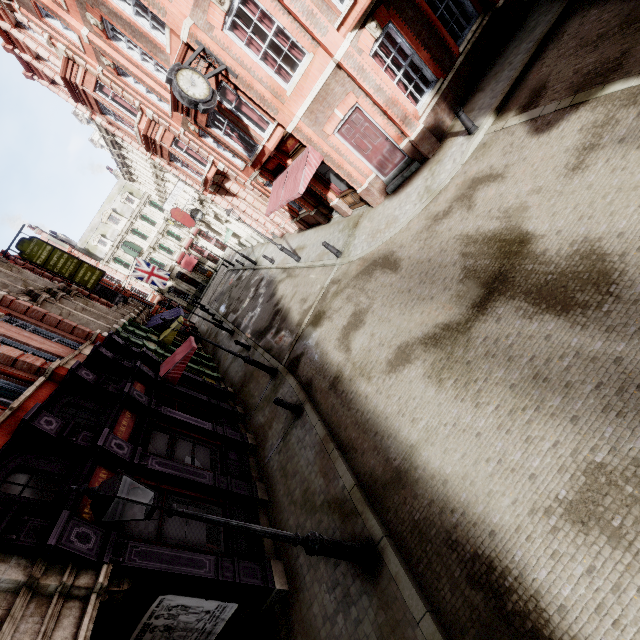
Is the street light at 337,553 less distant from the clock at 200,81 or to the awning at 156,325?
the clock at 200,81

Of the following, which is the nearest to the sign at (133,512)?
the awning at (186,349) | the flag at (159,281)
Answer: the awning at (186,349)

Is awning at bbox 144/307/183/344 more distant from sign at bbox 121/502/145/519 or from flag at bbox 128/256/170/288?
sign at bbox 121/502/145/519

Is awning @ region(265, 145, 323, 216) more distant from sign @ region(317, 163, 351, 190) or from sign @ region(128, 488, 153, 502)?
sign @ region(128, 488, 153, 502)

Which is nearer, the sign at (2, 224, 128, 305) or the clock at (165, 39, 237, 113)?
the clock at (165, 39, 237, 113)

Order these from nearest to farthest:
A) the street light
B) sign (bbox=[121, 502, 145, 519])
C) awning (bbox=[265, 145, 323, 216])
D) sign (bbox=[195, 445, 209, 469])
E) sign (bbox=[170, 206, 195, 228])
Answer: the street light < sign (bbox=[121, 502, 145, 519]) < sign (bbox=[195, 445, 209, 469]) < awning (bbox=[265, 145, 323, 216]) < sign (bbox=[170, 206, 195, 228])

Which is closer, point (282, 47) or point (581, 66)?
point (581, 66)

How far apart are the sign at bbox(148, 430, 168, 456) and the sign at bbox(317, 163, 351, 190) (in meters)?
11.58
